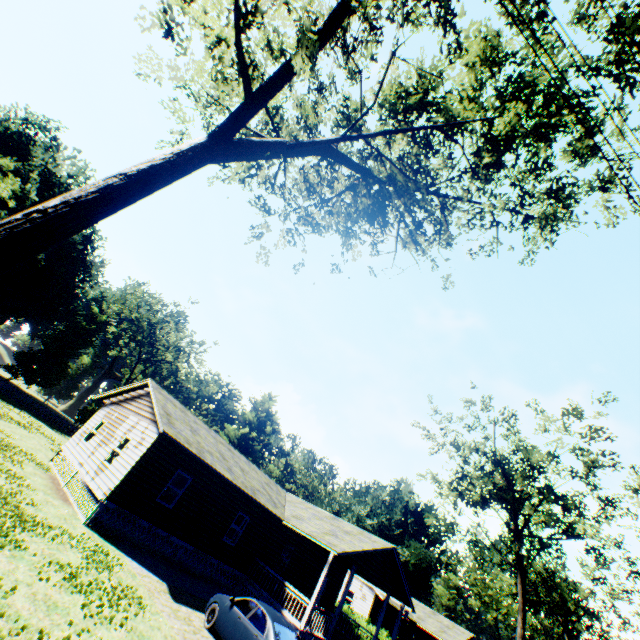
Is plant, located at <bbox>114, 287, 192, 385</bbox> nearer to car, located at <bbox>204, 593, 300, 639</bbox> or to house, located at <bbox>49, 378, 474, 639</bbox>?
car, located at <bbox>204, 593, 300, 639</bbox>

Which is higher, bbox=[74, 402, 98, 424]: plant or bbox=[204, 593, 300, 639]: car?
bbox=[74, 402, 98, 424]: plant

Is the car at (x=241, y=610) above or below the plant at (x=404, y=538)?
below

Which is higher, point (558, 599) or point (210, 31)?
point (558, 599)

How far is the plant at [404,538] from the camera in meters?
52.5

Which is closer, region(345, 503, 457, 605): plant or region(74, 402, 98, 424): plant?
region(74, 402, 98, 424): plant

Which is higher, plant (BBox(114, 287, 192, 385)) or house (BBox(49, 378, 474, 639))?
plant (BBox(114, 287, 192, 385))

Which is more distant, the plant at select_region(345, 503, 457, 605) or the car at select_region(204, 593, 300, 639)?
the plant at select_region(345, 503, 457, 605)
